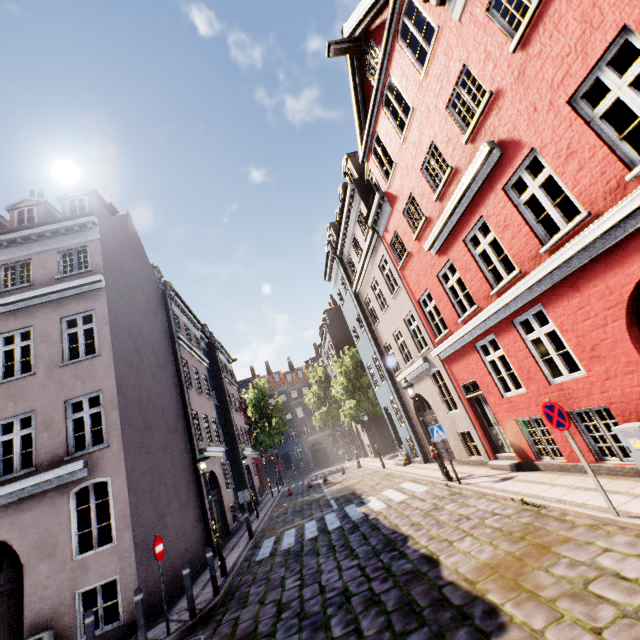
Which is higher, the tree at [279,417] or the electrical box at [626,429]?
the tree at [279,417]

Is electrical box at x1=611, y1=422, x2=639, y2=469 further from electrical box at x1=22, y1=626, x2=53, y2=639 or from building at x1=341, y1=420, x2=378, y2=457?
electrical box at x1=22, y1=626, x2=53, y2=639

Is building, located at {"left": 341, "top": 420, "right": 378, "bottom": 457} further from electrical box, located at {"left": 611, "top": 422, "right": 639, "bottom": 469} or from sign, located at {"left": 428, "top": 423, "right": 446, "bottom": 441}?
sign, located at {"left": 428, "top": 423, "right": 446, "bottom": 441}

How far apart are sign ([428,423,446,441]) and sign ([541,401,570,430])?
5.37m

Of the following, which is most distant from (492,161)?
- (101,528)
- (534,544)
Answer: (101,528)

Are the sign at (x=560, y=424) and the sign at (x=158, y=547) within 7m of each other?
no

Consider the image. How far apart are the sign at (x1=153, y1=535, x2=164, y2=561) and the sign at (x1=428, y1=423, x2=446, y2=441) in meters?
8.4 m

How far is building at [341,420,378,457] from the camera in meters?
30.1 m
